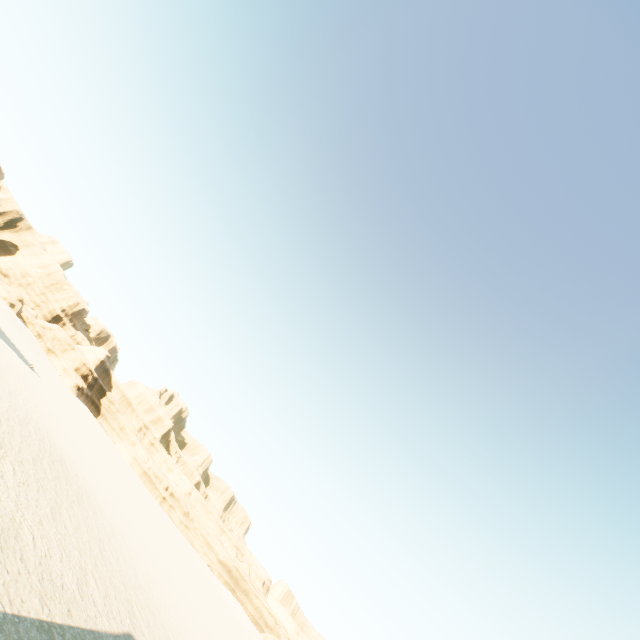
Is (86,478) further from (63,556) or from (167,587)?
(63,556)
